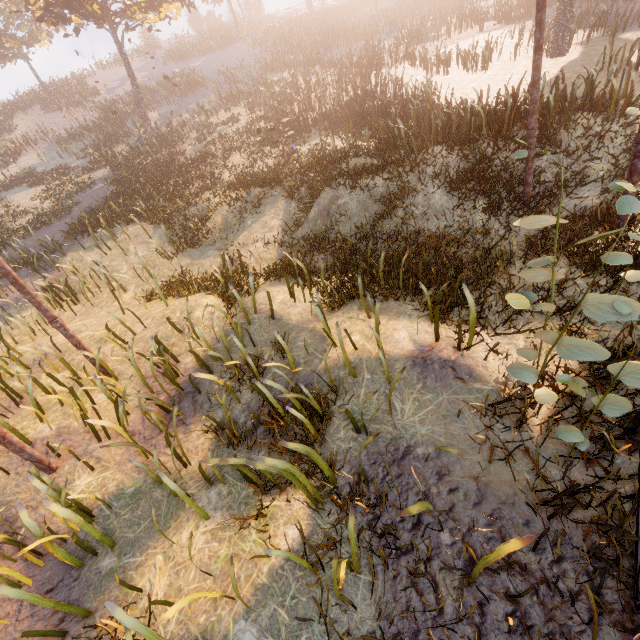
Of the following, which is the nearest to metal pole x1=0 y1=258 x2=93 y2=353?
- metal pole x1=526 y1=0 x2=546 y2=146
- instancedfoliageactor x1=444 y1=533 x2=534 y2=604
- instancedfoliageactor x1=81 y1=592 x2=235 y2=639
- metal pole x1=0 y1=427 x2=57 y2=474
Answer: metal pole x1=0 y1=427 x2=57 y2=474

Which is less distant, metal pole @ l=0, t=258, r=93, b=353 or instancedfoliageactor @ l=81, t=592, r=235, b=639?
instancedfoliageactor @ l=81, t=592, r=235, b=639

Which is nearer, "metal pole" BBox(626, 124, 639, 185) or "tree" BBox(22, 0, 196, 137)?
"metal pole" BBox(626, 124, 639, 185)

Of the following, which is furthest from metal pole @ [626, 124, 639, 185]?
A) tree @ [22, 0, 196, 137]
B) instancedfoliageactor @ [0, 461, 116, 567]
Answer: instancedfoliageactor @ [0, 461, 116, 567]

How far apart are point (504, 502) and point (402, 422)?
1.3m

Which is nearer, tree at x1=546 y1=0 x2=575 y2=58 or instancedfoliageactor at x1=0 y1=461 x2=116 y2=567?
instancedfoliageactor at x1=0 y1=461 x2=116 y2=567

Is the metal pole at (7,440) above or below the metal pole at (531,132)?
below

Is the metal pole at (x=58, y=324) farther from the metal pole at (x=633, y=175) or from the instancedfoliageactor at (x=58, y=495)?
the metal pole at (x=633, y=175)
